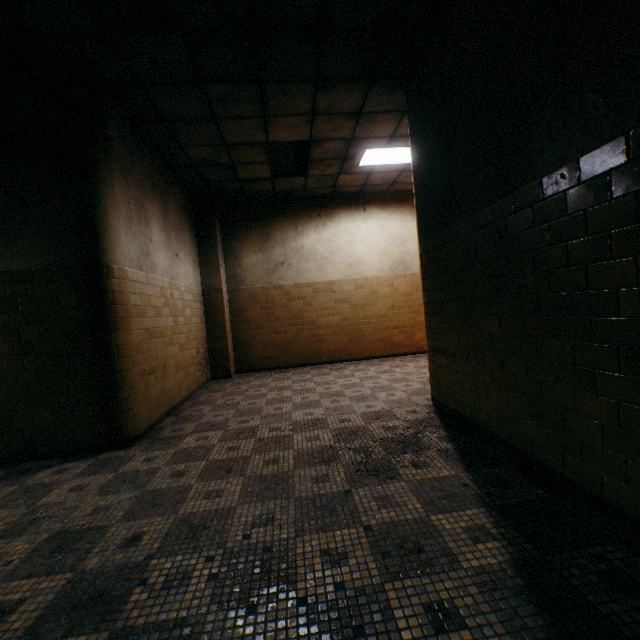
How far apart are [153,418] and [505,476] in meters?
3.9

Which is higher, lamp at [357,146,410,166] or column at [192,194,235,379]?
lamp at [357,146,410,166]

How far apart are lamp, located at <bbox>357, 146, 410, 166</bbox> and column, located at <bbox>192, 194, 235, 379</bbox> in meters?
3.1

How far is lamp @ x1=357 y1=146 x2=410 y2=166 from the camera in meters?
5.6

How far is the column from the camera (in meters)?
6.89

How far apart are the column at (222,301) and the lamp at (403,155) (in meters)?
3.13

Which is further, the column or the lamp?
the column

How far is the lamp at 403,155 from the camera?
5.6 meters
